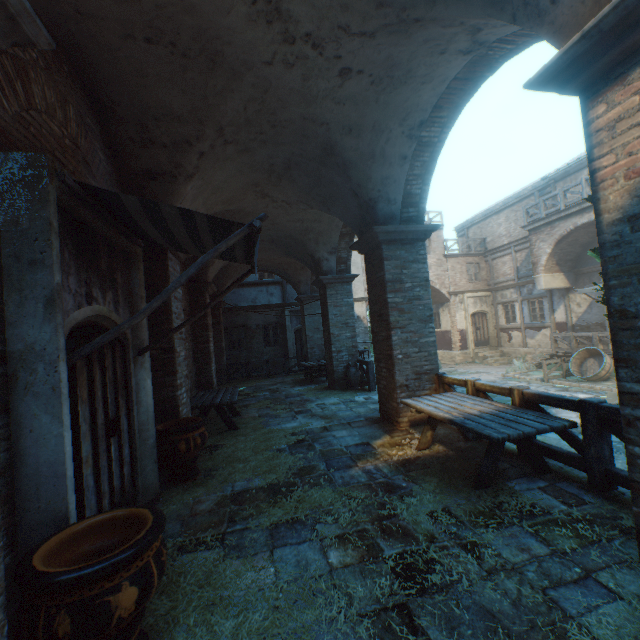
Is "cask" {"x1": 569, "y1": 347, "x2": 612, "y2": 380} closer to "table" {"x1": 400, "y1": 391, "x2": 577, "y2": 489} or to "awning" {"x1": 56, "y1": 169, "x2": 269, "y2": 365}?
"table" {"x1": 400, "y1": 391, "x2": 577, "y2": 489}

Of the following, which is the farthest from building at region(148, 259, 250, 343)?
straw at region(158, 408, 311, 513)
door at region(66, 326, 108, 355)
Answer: door at region(66, 326, 108, 355)

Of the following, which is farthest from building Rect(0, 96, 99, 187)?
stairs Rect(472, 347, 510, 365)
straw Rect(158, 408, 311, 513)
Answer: stairs Rect(472, 347, 510, 365)

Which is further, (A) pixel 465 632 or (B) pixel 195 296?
(B) pixel 195 296

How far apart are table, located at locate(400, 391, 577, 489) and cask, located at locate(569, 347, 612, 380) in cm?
1076

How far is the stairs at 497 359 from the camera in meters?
19.8

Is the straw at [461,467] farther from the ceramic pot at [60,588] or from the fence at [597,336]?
the fence at [597,336]

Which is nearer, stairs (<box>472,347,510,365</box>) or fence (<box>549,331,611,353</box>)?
fence (<box>549,331,611,353</box>)
